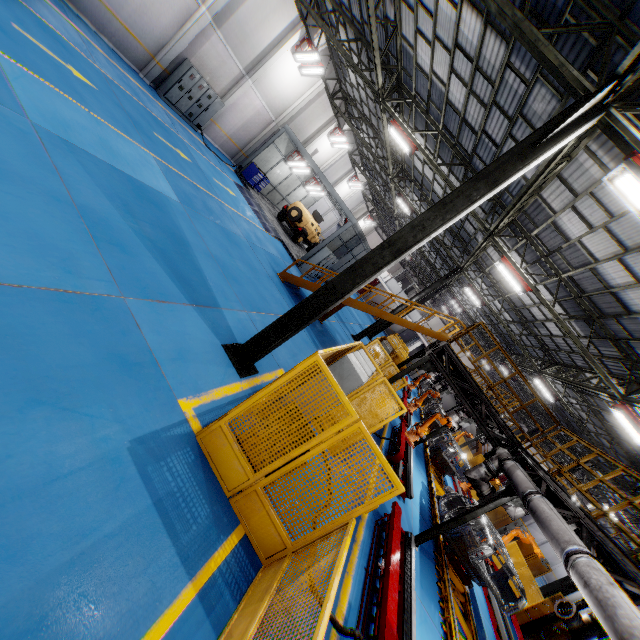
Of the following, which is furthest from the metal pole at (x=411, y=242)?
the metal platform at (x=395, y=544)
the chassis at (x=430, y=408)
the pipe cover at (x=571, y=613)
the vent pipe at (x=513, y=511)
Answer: the vent pipe at (x=513, y=511)

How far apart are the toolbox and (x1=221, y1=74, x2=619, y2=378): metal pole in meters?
16.8

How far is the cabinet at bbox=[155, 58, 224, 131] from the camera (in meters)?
15.52

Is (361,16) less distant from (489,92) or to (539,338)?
(489,92)

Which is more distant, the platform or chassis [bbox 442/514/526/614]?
chassis [bbox 442/514/526/614]

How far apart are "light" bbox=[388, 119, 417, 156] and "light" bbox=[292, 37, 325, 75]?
7.81m

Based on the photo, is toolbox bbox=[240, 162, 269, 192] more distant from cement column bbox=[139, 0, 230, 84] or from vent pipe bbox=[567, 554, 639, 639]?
vent pipe bbox=[567, 554, 639, 639]

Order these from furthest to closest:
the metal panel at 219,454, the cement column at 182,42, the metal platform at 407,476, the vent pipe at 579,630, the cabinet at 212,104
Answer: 1. the cabinet at 212,104
2. the cement column at 182,42
3. the metal platform at 407,476
4. the vent pipe at 579,630
5. the metal panel at 219,454
